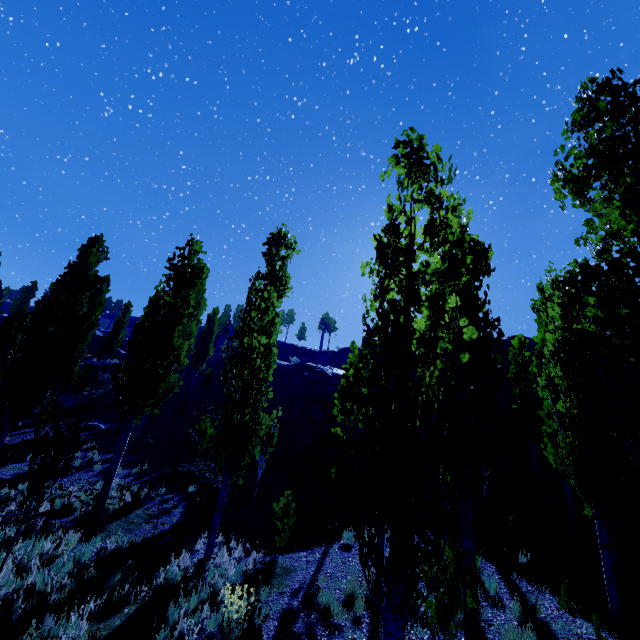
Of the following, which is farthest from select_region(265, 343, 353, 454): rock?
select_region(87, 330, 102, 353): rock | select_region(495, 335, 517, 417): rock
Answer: select_region(87, 330, 102, 353): rock

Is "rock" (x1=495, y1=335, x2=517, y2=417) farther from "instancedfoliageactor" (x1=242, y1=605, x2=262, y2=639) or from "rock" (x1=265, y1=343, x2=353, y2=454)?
"instancedfoliageactor" (x1=242, y1=605, x2=262, y2=639)

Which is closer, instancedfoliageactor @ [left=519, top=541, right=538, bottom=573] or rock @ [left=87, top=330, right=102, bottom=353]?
instancedfoliageactor @ [left=519, top=541, right=538, bottom=573]

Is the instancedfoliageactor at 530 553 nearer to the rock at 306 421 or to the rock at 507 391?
the rock at 306 421

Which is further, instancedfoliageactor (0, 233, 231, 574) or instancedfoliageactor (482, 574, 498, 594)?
instancedfoliageactor (482, 574, 498, 594)

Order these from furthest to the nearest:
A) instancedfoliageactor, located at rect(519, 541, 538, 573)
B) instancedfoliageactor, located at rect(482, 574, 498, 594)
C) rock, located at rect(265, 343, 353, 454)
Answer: rock, located at rect(265, 343, 353, 454) → instancedfoliageactor, located at rect(519, 541, 538, 573) → instancedfoliageactor, located at rect(482, 574, 498, 594)

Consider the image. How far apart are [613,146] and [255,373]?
9.6 meters

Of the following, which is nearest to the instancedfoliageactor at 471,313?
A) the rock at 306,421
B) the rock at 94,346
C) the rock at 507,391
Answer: the rock at 94,346
